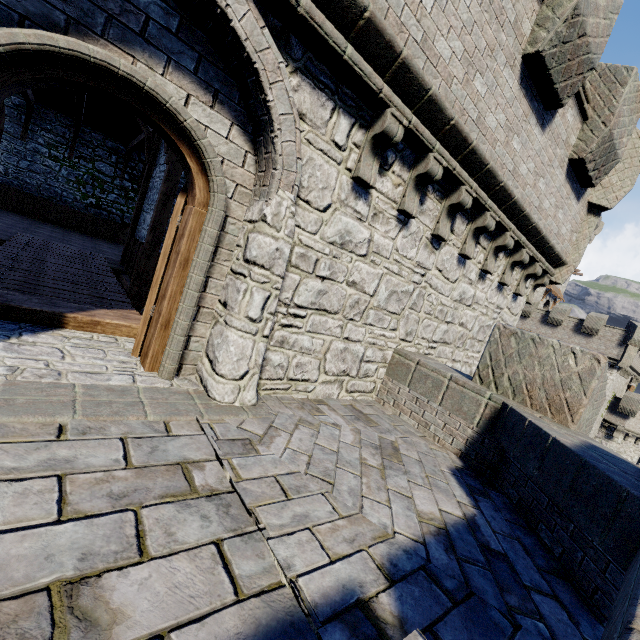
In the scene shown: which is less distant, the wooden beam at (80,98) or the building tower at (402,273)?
the building tower at (402,273)

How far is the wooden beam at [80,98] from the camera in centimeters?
1031cm

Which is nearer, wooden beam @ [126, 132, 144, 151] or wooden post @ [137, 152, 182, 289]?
wooden post @ [137, 152, 182, 289]

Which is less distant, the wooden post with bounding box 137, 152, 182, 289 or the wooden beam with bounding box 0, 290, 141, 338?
the wooden beam with bounding box 0, 290, 141, 338

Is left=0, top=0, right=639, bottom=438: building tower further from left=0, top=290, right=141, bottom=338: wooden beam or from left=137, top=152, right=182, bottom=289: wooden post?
left=137, top=152, right=182, bottom=289: wooden post

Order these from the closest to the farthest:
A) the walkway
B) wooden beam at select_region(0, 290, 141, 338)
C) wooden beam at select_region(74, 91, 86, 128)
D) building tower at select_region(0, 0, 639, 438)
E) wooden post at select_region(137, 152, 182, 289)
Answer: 1. building tower at select_region(0, 0, 639, 438)
2. wooden beam at select_region(0, 290, 141, 338)
3. the walkway
4. wooden post at select_region(137, 152, 182, 289)
5. wooden beam at select_region(74, 91, 86, 128)

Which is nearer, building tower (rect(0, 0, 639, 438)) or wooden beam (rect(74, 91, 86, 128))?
building tower (rect(0, 0, 639, 438))

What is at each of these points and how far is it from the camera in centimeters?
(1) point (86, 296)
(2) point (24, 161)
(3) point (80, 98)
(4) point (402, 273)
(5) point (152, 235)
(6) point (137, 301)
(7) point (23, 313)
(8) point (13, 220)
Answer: (1) walkway, 522cm
(2) building tower, 1487cm
(3) wooden beam, 1068cm
(4) building tower, 530cm
(5) wooden post, 830cm
(6) wooden post, 855cm
(7) wooden beam, 387cm
(8) building tower, 1209cm
